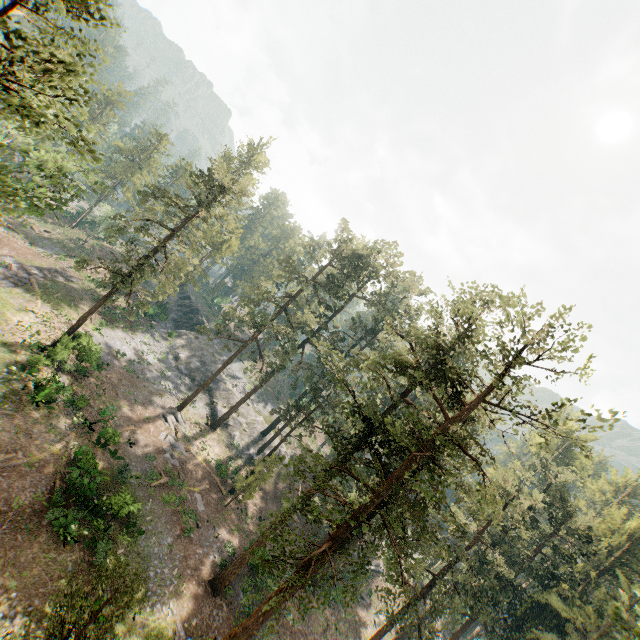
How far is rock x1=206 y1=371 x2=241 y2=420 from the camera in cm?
4409

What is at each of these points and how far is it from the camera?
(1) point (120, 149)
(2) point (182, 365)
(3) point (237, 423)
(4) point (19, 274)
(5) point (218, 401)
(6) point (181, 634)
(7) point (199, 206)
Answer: (1) foliage, 59.53m
(2) rock, 46.88m
(3) rock, 44.88m
(4) ground embankment, 34.56m
(5) rock, 45.62m
(6) ground embankment, 20.52m
(7) foliage, 29.80m

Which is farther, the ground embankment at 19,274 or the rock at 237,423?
the rock at 237,423

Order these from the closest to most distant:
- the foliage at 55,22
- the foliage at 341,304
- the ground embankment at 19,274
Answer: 1. the foliage at 55,22
2. the foliage at 341,304
3. the ground embankment at 19,274

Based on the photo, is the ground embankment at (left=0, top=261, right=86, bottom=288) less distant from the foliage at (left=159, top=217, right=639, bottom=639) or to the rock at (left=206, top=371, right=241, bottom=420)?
the foliage at (left=159, top=217, right=639, bottom=639)

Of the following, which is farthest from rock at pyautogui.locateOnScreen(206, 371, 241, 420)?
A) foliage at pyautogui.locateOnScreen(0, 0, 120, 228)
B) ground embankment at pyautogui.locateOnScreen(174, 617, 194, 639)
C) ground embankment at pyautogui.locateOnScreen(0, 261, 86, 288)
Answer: ground embankment at pyautogui.locateOnScreen(174, 617, 194, 639)

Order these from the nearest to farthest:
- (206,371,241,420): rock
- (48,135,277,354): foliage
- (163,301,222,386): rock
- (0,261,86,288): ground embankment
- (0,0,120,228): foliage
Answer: (0,0,120,228): foliage < (48,135,277,354): foliage < (0,261,86,288): ground embankment < (206,371,241,420): rock < (163,301,222,386): rock
